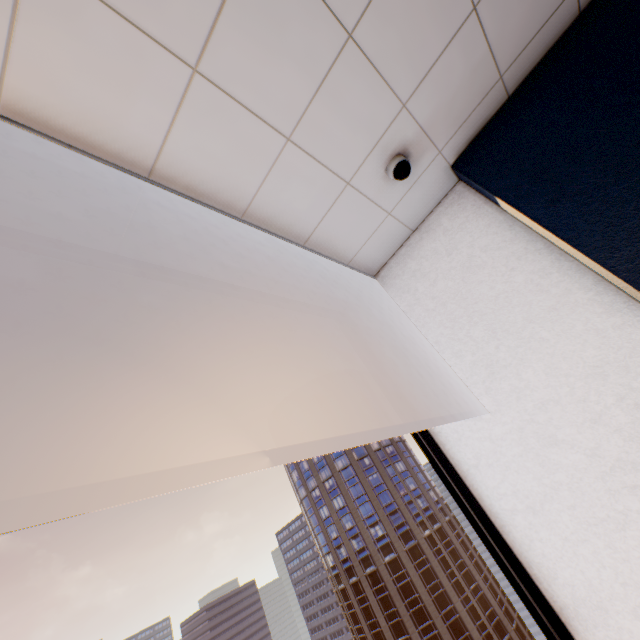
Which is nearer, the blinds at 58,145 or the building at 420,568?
the blinds at 58,145

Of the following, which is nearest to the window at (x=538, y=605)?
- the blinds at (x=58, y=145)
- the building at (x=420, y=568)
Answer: the blinds at (x=58, y=145)

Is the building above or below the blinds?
below

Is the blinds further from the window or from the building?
the building

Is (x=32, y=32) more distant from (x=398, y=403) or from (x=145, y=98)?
(x=398, y=403)

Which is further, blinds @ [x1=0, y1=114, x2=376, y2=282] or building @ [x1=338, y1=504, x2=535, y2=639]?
building @ [x1=338, y1=504, x2=535, y2=639]

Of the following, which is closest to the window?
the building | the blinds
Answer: the blinds
